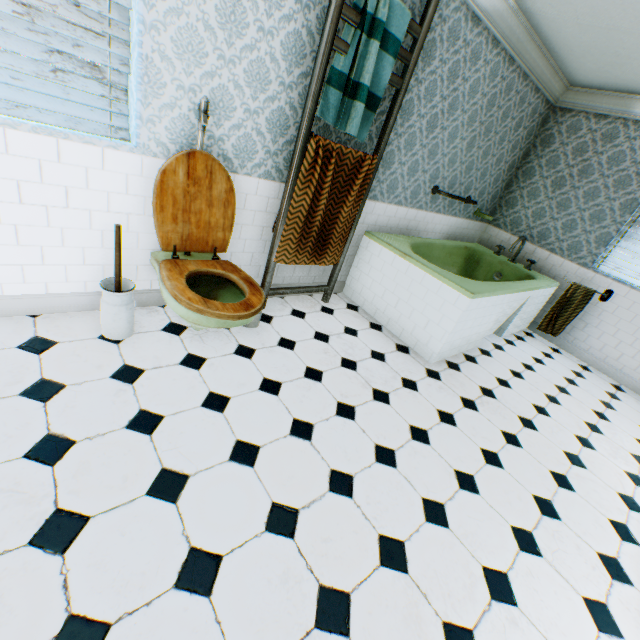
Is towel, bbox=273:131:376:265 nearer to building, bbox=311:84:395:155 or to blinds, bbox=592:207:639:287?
building, bbox=311:84:395:155

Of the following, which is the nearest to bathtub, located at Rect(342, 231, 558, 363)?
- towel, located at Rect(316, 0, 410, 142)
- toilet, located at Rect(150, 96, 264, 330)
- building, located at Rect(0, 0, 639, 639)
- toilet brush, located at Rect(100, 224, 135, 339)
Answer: building, located at Rect(0, 0, 639, 639)

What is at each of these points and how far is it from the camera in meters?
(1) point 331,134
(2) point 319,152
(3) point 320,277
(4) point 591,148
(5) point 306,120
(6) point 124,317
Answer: (1) building, 2.8 m
(2) towel, 2.5 m
(3) building, 3.8 m
(4) building, 4.4 m
(5) towel rail, 2.4 m
(6) toilet brush, 2.2 m

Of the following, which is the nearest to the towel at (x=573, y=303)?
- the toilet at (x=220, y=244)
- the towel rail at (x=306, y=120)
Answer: the towel rail at (x=306, y=120)

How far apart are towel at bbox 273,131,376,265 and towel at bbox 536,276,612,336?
3.31m

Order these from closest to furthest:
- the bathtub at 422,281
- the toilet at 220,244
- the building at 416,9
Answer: the toilet at 220,244 → the building at 416,9 → the bathtub at 422,281

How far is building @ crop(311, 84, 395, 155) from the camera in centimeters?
271cm

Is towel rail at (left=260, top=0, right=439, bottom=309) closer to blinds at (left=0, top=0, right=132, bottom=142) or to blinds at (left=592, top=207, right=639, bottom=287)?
blinds at (left=0, top=0, right=132, bottom=142)
